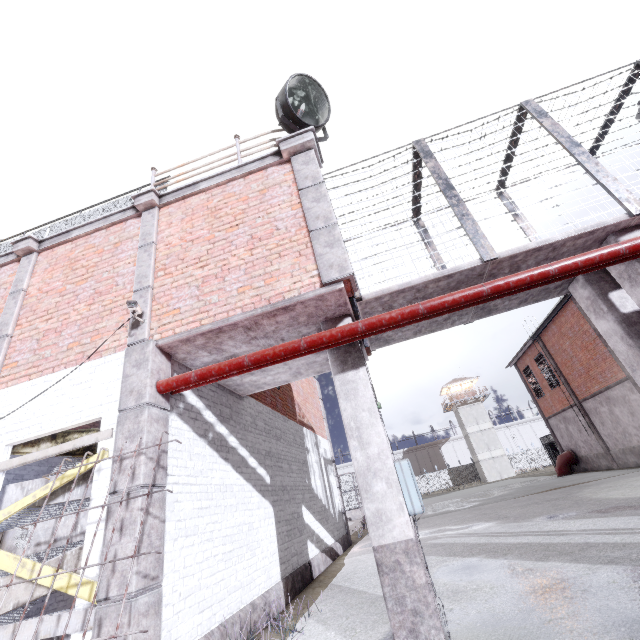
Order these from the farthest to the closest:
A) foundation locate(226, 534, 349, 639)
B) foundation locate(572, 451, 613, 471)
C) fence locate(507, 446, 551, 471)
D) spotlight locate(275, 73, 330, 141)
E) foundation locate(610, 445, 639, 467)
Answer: fence locate(507, 446, 551, 471) → foundation locate(572, 451, 613, 471) → foundation locate(610, 445, 639, 467) → spotlight locate(275, 73, 330, 141) → foundation locate(226, 534, 349, 639)

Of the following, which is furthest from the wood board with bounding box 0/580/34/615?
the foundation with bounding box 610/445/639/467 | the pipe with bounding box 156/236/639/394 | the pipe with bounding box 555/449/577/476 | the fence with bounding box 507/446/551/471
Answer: the pipe with bounding box 555/449/577/476

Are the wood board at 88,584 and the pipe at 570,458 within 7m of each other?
no

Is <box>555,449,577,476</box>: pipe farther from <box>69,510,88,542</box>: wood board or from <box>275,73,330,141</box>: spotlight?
<box>69,510,88,542</box>: wood board

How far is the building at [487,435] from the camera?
47.3 meters

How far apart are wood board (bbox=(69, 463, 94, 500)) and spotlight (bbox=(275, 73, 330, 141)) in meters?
5.9

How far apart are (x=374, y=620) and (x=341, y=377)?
3.4m

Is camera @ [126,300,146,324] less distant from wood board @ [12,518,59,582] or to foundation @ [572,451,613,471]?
wood board @ [12,518,59,582]
